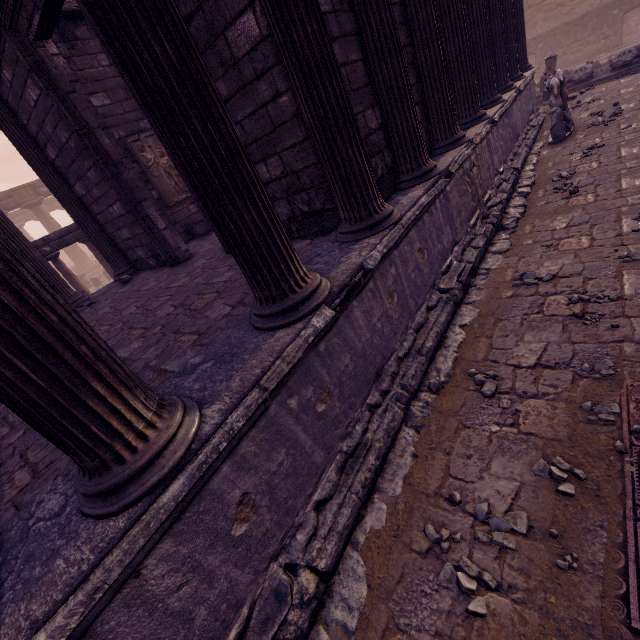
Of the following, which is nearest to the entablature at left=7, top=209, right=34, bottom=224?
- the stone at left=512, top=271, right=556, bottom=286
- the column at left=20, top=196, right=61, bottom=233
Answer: the column at left=20, top=196, right=61, bottom=233

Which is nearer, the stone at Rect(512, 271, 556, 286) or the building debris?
the stone at Rect(512, 271, 556, 286)

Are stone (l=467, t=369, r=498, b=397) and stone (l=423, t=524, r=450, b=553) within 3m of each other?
yes

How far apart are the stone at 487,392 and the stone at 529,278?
1.53m

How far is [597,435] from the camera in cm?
233

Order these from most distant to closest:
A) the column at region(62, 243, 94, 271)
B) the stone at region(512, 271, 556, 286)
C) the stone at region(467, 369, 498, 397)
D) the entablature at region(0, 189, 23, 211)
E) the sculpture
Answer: the column at region(62, 243, 94, 271) < the entablature at region(0, 189, 23, 211) < the sculpture < the stone at region(512, 271, 556, 286) < the stone at region(467, 369, 498, 397)

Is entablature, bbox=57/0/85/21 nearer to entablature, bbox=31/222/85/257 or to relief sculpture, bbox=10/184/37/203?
entablature, bbox=31/222/85/257

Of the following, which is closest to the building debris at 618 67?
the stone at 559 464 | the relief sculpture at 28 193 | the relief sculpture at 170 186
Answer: the stone at 559 464
